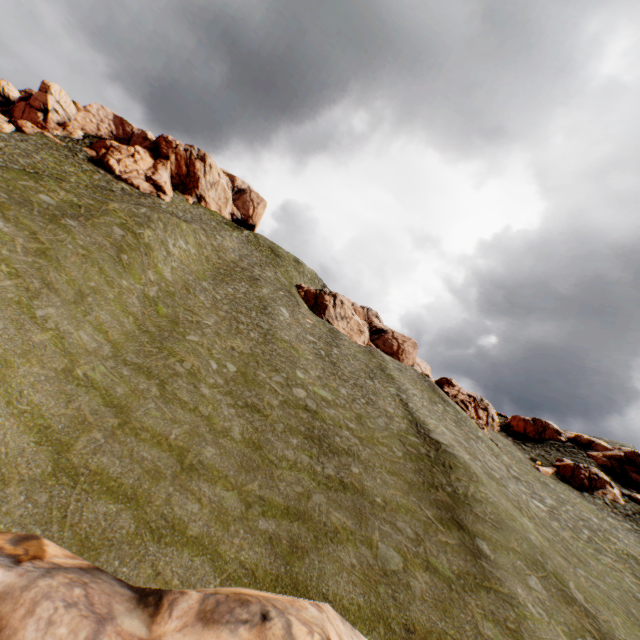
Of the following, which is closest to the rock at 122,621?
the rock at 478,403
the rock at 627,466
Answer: → the rock at 627,466

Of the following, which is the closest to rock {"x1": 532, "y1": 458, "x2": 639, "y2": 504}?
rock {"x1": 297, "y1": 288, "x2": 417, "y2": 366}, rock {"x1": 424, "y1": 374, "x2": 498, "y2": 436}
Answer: rock {"x1": 424, "y1": 374, "x2": 498, "y2": 436}

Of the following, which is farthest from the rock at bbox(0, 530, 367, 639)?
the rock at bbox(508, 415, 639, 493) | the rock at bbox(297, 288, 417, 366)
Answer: the rock at bbox(297, 288, 417, 366)

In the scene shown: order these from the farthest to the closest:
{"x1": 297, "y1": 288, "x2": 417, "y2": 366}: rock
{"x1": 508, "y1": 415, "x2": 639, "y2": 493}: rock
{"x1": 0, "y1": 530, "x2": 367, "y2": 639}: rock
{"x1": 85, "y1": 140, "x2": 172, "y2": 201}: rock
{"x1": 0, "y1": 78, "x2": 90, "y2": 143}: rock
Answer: {"x1": 297, "y1": 288, "x2": 417, "y2": 366}: rock < {"x1": 85, "y1": 140, "x2": 172, "y2": 201}: rock < {"x1": 0, "y1": 78, "x2": 90, "y2": 143}: rock < {"x1": 508, "y1": 415, "x2": 639, "y2": 493}: rock < {"x1": 0, "y1": 530, "x2": 367, "y2": 639}: rock

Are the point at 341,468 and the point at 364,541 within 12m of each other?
yes

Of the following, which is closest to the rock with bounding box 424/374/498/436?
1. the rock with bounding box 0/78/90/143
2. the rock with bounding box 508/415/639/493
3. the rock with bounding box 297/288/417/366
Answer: the rock with bounding box 508/415/639/493

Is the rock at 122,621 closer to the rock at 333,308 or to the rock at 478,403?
the rock at 333,308

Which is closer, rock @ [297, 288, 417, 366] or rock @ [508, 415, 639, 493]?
rock @ [508, 415, 639, 493]
